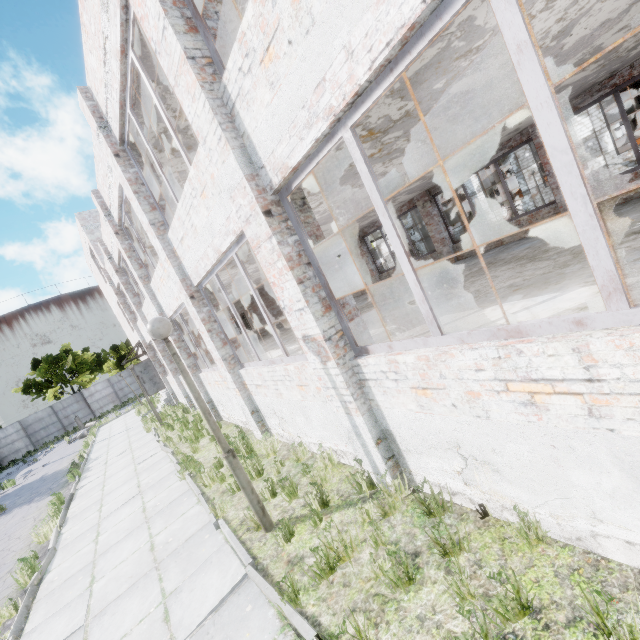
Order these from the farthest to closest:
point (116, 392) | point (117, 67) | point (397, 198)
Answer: point (116, 392) < point (397, 198) < point (117, 67)

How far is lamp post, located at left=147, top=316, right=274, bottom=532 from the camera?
4.3m

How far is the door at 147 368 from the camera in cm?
1956

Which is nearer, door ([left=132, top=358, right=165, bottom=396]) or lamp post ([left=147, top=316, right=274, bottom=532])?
lamp post ([left=147, top=316, right=274, bottom=532])

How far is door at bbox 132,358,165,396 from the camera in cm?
1956

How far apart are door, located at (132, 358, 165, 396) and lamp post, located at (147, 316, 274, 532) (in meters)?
17.63

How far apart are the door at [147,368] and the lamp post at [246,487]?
17.6m
